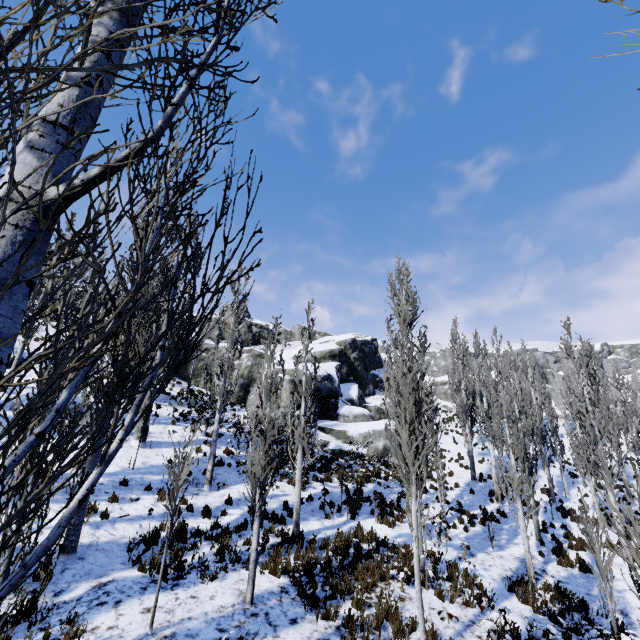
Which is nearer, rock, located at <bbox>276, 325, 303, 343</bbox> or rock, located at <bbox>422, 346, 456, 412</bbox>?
rock, located at <bbox>422, 346, 456, 412</bbox>

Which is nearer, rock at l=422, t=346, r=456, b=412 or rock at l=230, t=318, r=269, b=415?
rock at l=230, t=318, r=269, b=415

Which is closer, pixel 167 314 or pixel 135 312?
pixel 167 314

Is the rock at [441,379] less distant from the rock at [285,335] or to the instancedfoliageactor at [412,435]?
the instancedfoliageactor at [412,435]

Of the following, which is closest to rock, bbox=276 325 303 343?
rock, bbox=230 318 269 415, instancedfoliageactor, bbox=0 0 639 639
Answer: rock, bbox=230 318 269 415
